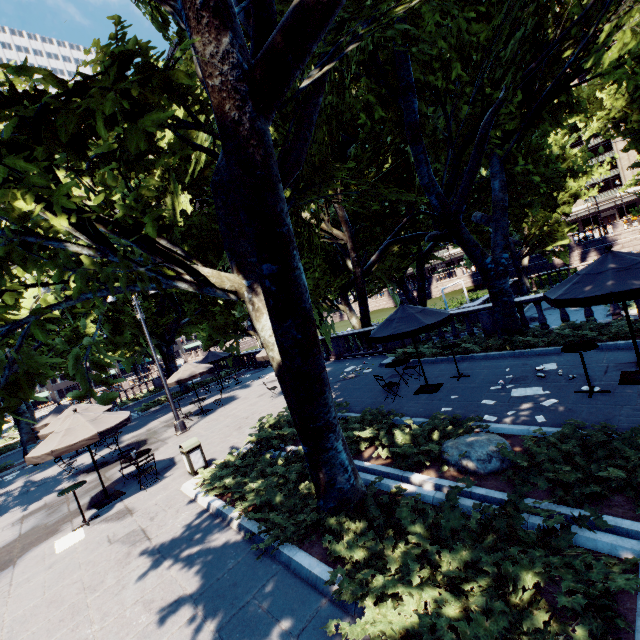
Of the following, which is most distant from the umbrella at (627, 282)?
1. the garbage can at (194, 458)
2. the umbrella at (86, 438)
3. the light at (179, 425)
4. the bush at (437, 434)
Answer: the light at (179, 425)

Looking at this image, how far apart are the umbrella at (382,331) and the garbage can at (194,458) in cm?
634

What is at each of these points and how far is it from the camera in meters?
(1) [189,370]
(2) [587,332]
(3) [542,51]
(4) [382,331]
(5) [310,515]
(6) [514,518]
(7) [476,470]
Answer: (1) umbrella, 17.6 m
(2) bush, 10.0 m
(3) tree, 10.6 m
(4) umbrella, 10.3 m
(5) bush, 5.9 m
(6) bush, 4.1 m
(7) rock, 5.9 m

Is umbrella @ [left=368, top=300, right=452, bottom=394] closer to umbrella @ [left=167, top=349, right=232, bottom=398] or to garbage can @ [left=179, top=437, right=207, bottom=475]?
umbrella @ [left=167, top=349, right=232, bottom=398]

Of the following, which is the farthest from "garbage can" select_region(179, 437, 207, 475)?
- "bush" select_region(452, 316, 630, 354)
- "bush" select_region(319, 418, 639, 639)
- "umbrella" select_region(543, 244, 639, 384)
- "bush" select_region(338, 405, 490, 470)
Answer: "umbrella" select_region(543, 244, 639, 384)

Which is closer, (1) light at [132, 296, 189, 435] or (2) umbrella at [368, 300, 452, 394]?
(2) umbrella at [368, 300, 452, 394]

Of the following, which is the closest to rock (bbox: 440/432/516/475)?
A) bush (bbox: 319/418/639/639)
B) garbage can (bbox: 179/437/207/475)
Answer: bush (bbox: 319/418/639/639)

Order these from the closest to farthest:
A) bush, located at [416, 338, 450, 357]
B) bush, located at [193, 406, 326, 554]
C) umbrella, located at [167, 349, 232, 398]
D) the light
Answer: bush, located at [193, 406, 326, 554] → bush, located at [416, 338, 450, 357] → the light → umbrella, located at [167, 349, 232, 398]
